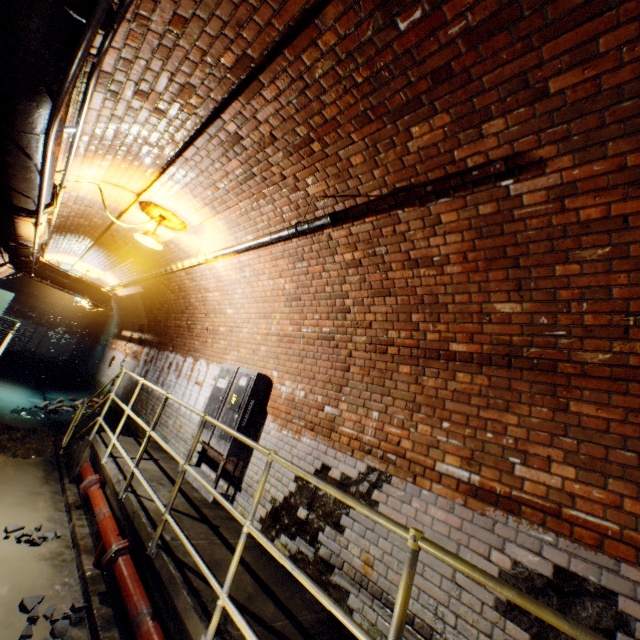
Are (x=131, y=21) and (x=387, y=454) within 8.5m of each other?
yes

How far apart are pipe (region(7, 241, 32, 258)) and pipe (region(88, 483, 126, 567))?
3.9m

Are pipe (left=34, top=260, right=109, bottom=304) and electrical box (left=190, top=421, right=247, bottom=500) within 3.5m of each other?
no

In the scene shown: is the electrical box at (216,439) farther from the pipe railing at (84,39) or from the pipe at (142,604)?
the pipe railing at (84,39)

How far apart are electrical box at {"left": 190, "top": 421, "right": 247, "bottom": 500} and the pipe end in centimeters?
98cm

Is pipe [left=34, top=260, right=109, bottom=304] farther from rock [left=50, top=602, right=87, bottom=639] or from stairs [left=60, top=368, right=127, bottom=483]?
rock [left=50, top=602, right=87, bottom=639]

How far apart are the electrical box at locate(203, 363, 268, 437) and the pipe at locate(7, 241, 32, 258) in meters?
3.5

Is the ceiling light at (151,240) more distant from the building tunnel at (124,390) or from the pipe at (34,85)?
the pipe at (34,85)
